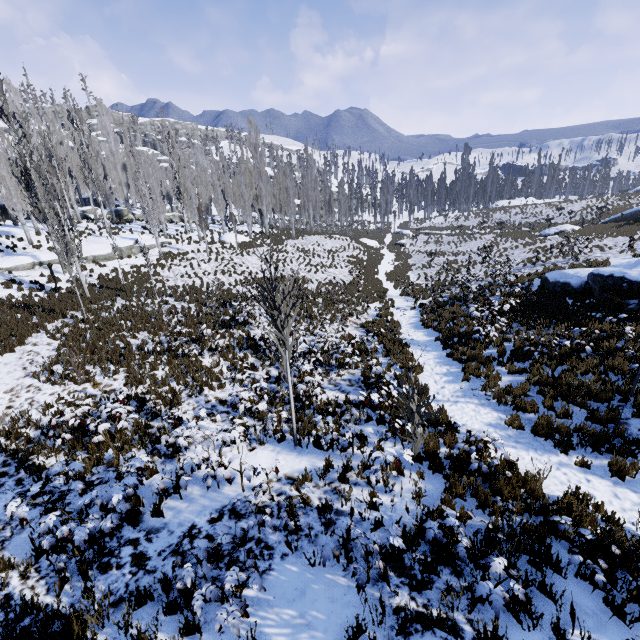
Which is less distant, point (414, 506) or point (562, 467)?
point (414, 506)

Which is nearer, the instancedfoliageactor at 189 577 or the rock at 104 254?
the instancedfoliageactor at 189 577

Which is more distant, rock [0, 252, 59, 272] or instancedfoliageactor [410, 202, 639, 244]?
instancedfoliageactor [410, 202, 639, 244]

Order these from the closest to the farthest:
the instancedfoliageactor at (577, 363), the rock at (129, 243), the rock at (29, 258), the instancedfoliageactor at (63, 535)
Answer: the instancedfoliageactor at (63, 535)
the instancedfoliageactor at (577, 363)
the rock at (29, 258)
the rock at (129, 243)

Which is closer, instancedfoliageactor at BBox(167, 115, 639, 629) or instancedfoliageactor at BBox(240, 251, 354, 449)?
instancedfoliageactor at BBox(167, 115, 639, 629)

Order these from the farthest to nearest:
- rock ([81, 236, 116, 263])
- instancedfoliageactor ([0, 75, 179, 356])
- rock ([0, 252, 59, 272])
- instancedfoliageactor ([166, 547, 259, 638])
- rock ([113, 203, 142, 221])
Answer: rock ([113, 203, 142, 221]) → rock ([81, 236, 116, 263]) → rock ([0, 252, 59, 272]) → instancedfoliageactor ([0, 75, 179, 356]) → instancedfoliageactor ([166, 547, 259, 638])

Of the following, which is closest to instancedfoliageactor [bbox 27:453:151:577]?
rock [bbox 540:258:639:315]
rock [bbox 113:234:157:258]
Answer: rock [bbox 113:234:157:258]
